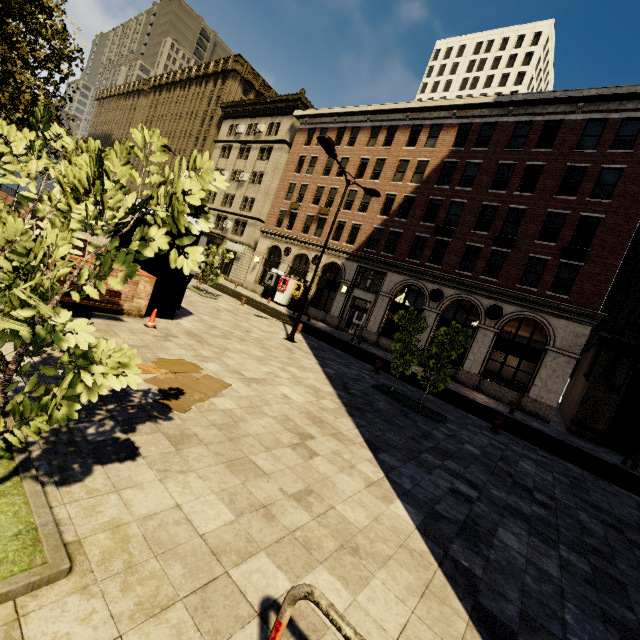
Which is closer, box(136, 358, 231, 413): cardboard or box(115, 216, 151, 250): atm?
box(136, 358, 231, 413): cardboard

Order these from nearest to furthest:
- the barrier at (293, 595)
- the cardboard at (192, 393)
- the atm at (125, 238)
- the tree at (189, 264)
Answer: the barrier at (293, 595) < the tree at (189, 264) < the cardboard at (192, 393) < the atm at (125, 238)

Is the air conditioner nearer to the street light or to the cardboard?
the street light

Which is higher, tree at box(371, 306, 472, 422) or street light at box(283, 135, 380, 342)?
street light at box(283, 135, 380, 342)

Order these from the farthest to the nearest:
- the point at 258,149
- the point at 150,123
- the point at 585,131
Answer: the point at 150,123 < the point at 258,149 < the point at 585,131

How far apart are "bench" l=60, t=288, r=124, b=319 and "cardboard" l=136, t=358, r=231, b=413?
2.32m

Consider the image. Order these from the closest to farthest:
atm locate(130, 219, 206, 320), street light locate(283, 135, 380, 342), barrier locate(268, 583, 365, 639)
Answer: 1. barrier locate(268, 583, 365, 639)
2. atm locate(130, 219, 206, 320)
3. street light locate(283, 135, 380, 342)

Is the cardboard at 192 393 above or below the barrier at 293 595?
below
